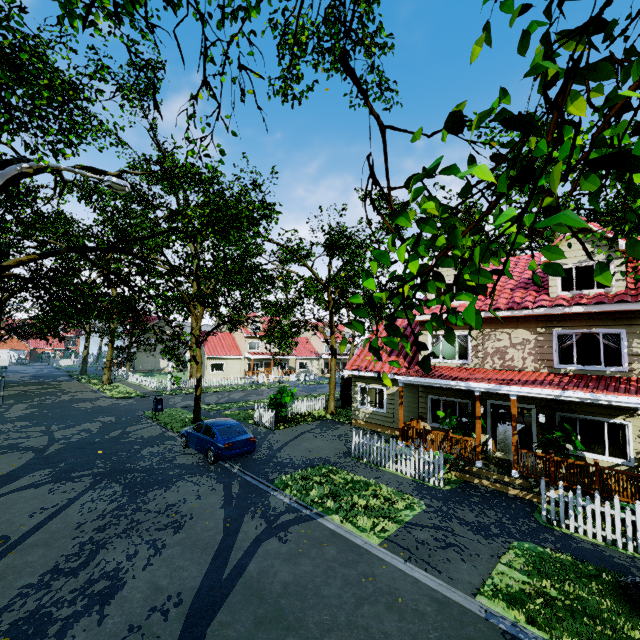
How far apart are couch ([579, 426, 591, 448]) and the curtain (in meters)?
5.42

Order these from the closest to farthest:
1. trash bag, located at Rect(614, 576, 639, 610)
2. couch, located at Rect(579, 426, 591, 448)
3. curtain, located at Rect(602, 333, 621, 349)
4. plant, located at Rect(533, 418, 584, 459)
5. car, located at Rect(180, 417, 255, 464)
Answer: trash bag, located at Rect(614, 576, 639, 610), plant, located at Rect(533, 418, 584, 459), curtain, located at Rect(602, 333, 621, 349), car, located at Rect(180, 417, 255, 464), couch, located at Rect(579, 426, 591, 448)

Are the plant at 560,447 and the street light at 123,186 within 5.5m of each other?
no

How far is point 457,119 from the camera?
1.1m

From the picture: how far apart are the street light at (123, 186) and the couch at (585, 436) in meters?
19.5

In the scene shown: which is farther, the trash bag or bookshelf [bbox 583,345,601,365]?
bookshelf [bbox 583,345,601,365]

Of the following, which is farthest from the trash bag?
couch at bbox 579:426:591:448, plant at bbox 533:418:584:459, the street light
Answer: the street light

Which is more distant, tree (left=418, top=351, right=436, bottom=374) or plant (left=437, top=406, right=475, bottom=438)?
plant (left=437, top=406, right=475, bottom=438)
